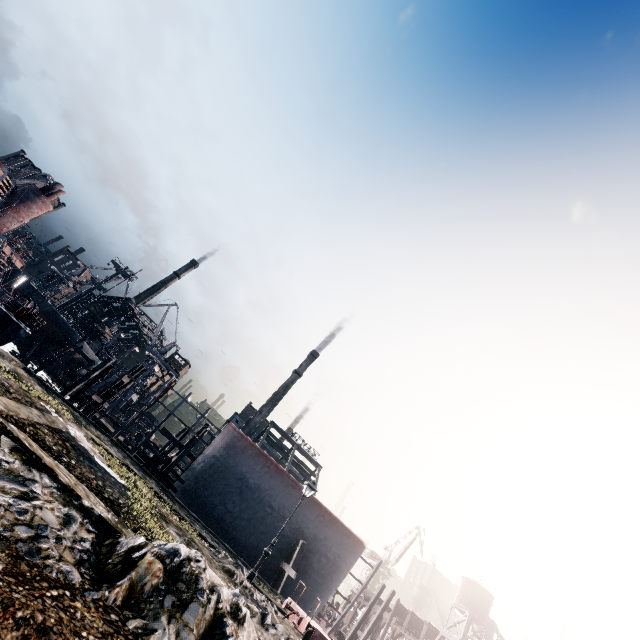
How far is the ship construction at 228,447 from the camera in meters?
25.9 m

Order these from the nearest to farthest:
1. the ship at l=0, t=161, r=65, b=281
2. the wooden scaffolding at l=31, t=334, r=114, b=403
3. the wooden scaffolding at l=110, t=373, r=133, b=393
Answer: the wooden scaffolding at l=31, t=334, r=114, b=403
the ship at l=0, t=161, r=65, b=281
the wooden scaffolding at l=110, t=373, r=133, b=393

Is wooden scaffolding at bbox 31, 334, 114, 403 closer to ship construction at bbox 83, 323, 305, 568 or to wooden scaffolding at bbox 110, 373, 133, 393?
wooden scaffolding at bbox 110, 373, 133, 393

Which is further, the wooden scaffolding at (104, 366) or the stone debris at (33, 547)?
the wooden scaffolding at (104, 366)

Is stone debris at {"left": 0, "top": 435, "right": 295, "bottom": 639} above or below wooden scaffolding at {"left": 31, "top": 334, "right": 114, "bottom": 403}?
below

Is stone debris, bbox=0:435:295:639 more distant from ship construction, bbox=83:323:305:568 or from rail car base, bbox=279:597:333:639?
ship construction, bbox=83:323:305:568

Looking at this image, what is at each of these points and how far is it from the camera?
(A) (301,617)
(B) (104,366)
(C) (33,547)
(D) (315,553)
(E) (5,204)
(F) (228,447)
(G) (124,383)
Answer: (A) rail car base, 12.2m
(B) wooden scaffolding, 24.5m
(C) stone debris, 5.4m
(D) ship construction, 26.1m
(E) ship, 26.5m
(F) ship construction, 27.1m
(G) wooden scaffolding, 32.7m

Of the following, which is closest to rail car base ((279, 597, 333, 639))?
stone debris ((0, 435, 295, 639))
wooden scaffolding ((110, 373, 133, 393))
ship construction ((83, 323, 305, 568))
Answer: stone debris ((0, 435, 295, 639))
